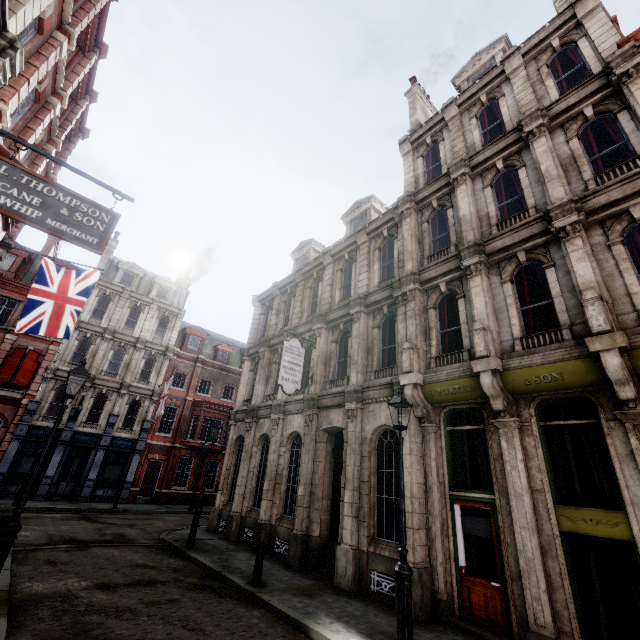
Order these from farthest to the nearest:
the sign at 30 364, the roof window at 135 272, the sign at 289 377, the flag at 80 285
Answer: the roof window at 135 272 < the sign at 30 364 < the sign at 289 377 < the flag at 80 285

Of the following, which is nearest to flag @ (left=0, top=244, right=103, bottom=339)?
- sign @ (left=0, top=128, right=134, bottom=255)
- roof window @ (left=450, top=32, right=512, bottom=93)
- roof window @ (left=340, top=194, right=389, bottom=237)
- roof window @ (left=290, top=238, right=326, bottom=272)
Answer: sign @ (left=0, top=128, right=134, bottom=255)

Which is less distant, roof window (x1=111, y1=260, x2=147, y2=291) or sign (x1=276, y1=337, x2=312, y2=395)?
sign (x1=276, y1=337, x2=312, y2=395)

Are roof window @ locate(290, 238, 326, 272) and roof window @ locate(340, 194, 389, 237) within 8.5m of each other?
yes

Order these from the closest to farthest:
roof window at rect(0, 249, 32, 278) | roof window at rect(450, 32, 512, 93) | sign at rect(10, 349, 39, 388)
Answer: roof window at rect(450, 32, 512, 93)
sign at rect(10, 349, 39, 388)
roof window at rect(0, 249, 32, 278)

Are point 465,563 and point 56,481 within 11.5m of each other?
no

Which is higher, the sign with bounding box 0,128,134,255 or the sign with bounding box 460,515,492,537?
the sign with bounding box 0,128,134,255

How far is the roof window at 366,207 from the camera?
17.39m
